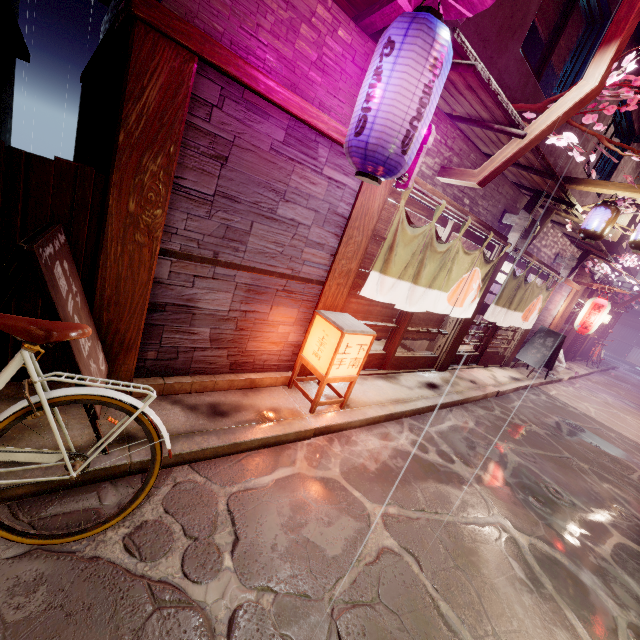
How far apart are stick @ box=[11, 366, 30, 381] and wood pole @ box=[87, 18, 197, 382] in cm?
2

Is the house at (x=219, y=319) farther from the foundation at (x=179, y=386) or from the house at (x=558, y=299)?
the house at (x=558, y=299)

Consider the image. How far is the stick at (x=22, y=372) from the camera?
4.9m

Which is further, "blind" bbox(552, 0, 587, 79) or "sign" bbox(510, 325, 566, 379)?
"sign" bbox(510, 325, 566, 379)

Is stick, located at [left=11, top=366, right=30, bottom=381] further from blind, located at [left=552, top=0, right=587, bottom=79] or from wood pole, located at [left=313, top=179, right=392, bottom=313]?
blind, located at [left=552, top=0, right=587, bottom=79]

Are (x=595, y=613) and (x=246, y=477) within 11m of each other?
yes

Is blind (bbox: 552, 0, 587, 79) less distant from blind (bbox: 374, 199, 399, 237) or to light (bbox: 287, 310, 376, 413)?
blind (bbox: 374, 199, 399, 237)

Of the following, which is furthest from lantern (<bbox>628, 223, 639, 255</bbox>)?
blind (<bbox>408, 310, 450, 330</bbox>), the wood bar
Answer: the wood bar
